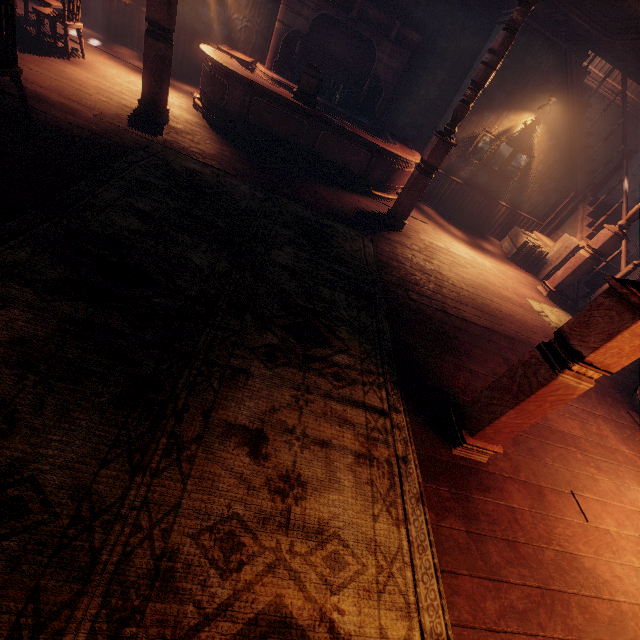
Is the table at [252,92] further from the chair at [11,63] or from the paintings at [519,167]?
the chair at [11,63]

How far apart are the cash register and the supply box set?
5.6m

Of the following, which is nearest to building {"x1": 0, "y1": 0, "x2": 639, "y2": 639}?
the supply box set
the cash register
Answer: the supply box set

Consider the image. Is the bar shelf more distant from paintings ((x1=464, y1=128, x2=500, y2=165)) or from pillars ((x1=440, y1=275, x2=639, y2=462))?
pillars ((x1=440, y1=275, x2=639, y2=462))

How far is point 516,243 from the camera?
8.0m

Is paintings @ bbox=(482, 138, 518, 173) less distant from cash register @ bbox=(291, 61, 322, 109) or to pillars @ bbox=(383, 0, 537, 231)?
pillars @ bbox=(383, 0, 537, 231)

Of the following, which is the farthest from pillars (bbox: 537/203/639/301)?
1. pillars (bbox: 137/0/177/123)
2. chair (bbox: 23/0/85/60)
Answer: chair (bbox: 23/0/85/60)

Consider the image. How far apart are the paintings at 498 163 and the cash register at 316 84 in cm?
386
